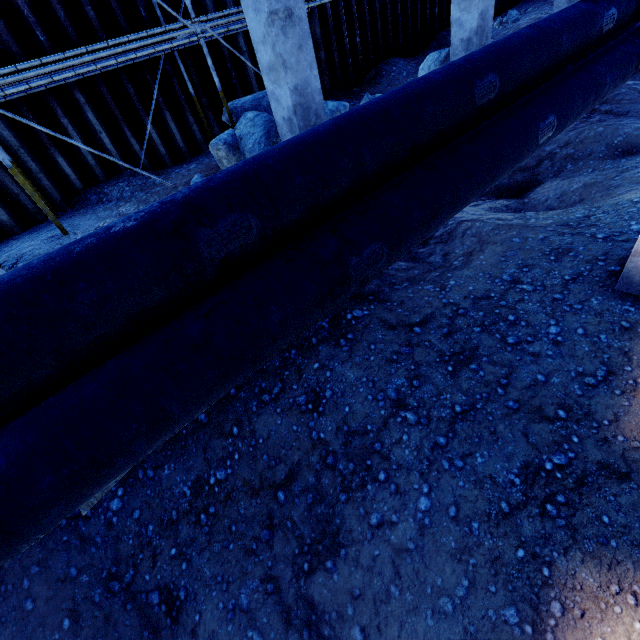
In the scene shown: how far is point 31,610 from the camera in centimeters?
266cm

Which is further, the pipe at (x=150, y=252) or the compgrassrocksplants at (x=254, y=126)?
the compgrassrocksplants at (x=254, y=126)

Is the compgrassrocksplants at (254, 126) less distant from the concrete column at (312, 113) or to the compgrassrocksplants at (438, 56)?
the concrete column at (312, 113)

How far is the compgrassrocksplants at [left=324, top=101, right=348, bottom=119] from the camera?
7.8m

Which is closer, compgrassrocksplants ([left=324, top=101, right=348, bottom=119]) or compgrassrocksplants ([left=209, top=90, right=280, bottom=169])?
compgrassrocksplants ([left=209, top=90, right=280, bottom=169])

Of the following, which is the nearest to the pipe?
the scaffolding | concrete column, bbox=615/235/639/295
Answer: concrete column, bbox=615/235/639/295

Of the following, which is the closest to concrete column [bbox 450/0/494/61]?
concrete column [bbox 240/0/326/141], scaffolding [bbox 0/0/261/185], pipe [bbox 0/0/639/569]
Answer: pipe [bbox 0/0/639/569]

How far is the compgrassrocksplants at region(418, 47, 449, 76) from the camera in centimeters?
802cm
